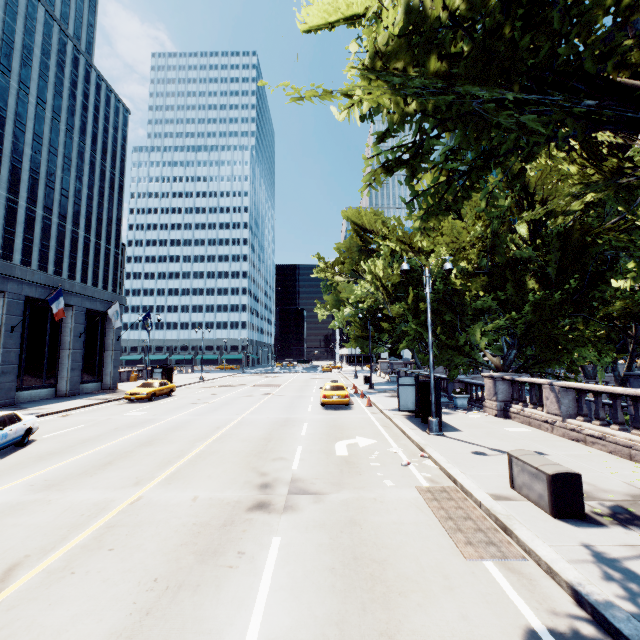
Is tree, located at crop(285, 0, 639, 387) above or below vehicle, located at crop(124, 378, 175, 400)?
above

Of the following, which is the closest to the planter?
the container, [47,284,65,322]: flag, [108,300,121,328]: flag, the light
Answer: the light

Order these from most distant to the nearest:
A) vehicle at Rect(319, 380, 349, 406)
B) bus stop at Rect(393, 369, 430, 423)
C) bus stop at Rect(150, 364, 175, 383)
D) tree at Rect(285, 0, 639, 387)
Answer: bus stop at Rect(150, 364, 175, 383)
vehicle at Rect(319, 380, 349, 406)
bus stop at Rect(393, 369, 430, 423)
tree at Rect(285, 0, 639, 387)

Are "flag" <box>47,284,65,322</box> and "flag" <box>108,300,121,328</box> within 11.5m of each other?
yes

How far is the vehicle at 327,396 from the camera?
20.3 meters

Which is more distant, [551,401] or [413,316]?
[413,316]

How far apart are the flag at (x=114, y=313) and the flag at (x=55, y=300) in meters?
6.0

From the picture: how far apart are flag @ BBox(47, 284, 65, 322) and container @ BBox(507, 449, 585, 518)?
26.8 meters
